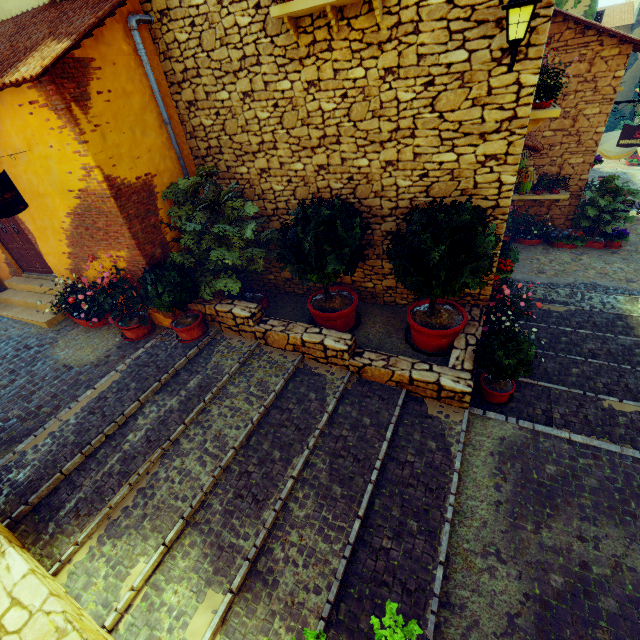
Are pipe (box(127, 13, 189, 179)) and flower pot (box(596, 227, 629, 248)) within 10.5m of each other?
no

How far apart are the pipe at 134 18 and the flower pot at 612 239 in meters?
12.1

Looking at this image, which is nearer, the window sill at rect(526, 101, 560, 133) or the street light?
the street light

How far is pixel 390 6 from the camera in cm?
429

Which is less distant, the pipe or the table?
the pipe

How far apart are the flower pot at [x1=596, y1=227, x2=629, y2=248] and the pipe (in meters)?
Result: 12.07

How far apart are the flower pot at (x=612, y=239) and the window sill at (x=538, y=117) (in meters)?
6.42

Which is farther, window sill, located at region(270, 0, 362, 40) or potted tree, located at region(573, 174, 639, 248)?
potted tree, located at region(573, 174, 639, 248)
